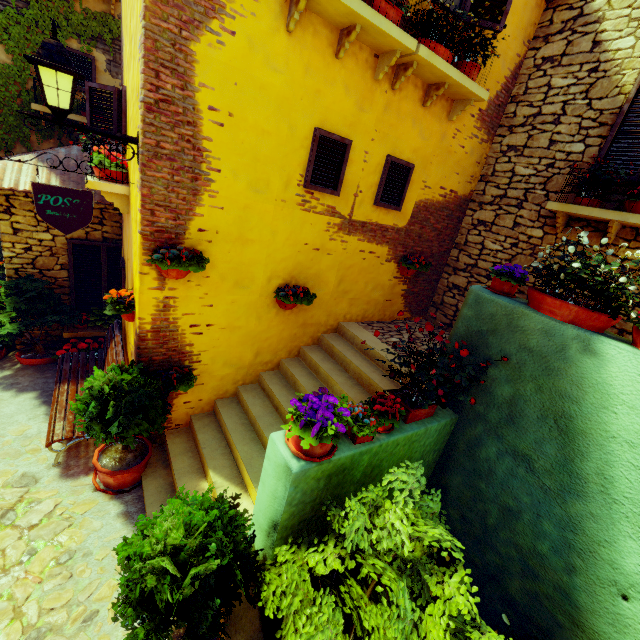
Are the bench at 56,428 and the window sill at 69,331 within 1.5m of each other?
yes

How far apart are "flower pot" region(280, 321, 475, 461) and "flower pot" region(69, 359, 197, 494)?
2.1m

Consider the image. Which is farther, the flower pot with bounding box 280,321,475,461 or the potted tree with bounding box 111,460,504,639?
the flower pot with bounding box 280,321,475,461

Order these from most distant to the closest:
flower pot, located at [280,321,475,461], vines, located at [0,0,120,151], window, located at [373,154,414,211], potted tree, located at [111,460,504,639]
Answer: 1. vines, located at [0,0,120,151]
2. window, located at [373,154,414,211]
3. flower pot, located at [280,321,475,461]
4. potted tree, located at [111,460,504,639]

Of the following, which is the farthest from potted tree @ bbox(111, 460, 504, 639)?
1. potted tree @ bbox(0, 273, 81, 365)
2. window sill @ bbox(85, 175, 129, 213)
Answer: potted tree @ bbox(0, 273, 81, 365)

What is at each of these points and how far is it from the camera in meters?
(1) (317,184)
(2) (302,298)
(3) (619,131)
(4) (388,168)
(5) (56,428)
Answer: (1) window, 4.3
(2) flower pot, 4.7
(3) window, 4.3
(4) window, 4.7
(5) bench, 4.2

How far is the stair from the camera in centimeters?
401cm

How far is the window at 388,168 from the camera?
4.7 meters
